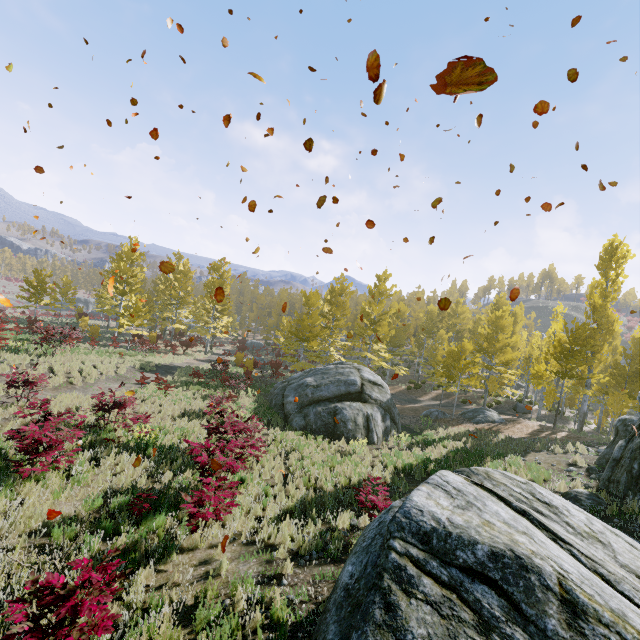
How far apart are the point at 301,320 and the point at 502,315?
26.8m

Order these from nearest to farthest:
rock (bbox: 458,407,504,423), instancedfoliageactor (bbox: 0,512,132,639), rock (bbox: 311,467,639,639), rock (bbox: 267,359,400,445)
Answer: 1. rock (bbox: 311,467,639,639)
2. instancedfoliageactor (bbox: 0,512,132,639)
3. rock (bbox: 267,359,400,445)
4. rock (bbox: 458,407,504,423)

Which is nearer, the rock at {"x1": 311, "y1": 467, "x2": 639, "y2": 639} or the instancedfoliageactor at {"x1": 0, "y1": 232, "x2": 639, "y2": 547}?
the rock at {"x1": 311, "y1": 467, "x2": 639, "y2": 639}

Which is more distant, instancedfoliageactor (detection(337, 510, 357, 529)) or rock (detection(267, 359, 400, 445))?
rock (detection(267, 359, 400, 445))

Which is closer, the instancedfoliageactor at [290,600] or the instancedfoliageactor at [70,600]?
the instancedfoliageactor at [70,600]

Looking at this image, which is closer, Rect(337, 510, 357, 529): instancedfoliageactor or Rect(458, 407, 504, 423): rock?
Rect(337, 510, 357, 529): instancedfoliageactor

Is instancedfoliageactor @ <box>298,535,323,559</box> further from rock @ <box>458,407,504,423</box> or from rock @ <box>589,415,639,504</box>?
rock @ <box>458,407,504,423</box>

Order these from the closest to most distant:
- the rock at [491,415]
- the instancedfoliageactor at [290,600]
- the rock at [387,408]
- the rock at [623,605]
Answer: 1. the rock at [623,605]
2. the instancedfoliageactor at [290,600]
3. the rock at [387,408]
4. the rock at [491,415]
